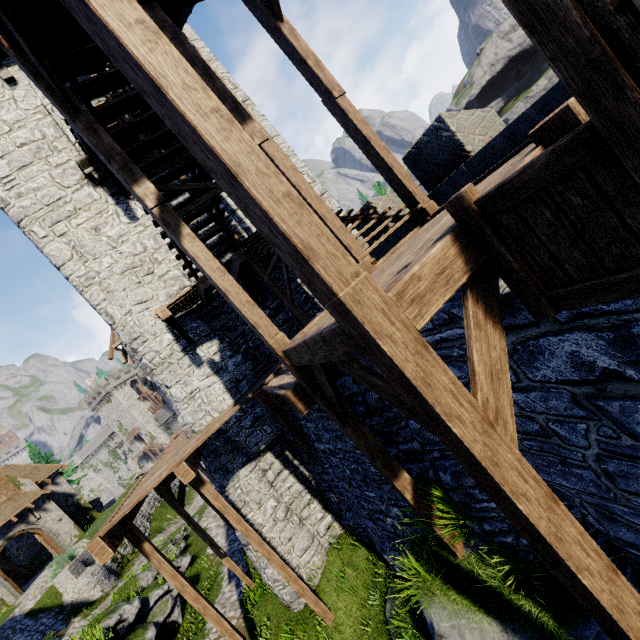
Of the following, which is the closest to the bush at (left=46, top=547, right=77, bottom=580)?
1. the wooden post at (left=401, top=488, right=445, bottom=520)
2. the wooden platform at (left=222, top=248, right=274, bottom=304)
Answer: the wooden platform at (left=222, top=248, right=274, bottom=304)

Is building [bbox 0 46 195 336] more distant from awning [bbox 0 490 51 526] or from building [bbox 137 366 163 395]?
awning [bbox 0 490 51 526]

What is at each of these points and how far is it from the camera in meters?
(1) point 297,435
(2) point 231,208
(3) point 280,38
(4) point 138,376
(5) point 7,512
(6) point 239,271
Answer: (1) wooden post, 9.5 m
(2) building, 12.4 m
(3) stairs, 5.9 m
(4) building, 54.9 m
(5) awning, 24.2 m
(6) wooden platform, 10.3 m

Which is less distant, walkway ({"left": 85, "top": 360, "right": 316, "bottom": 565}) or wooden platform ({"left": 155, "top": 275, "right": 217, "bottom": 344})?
walkway ({"left": 85, "top": 360, "right": 316, "bottom": 565})

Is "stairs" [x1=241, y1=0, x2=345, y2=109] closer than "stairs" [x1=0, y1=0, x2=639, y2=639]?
No

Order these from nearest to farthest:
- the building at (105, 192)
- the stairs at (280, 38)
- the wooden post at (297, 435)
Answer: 1. the stairs at (280, 38)
2. the wooden post at (297, 435)
3. the building at (105, 192)

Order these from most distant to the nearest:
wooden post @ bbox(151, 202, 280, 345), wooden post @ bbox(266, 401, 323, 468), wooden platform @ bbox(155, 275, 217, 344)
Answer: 1. wooden post @ bbox(266, 401, 323, 468)
2. wooden platform @ bbox(155, 275, 217, 344)
3. wooden post @ bbox(151, 202, 280, 345)

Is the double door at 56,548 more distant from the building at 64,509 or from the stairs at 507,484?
the stairs at 507,484
